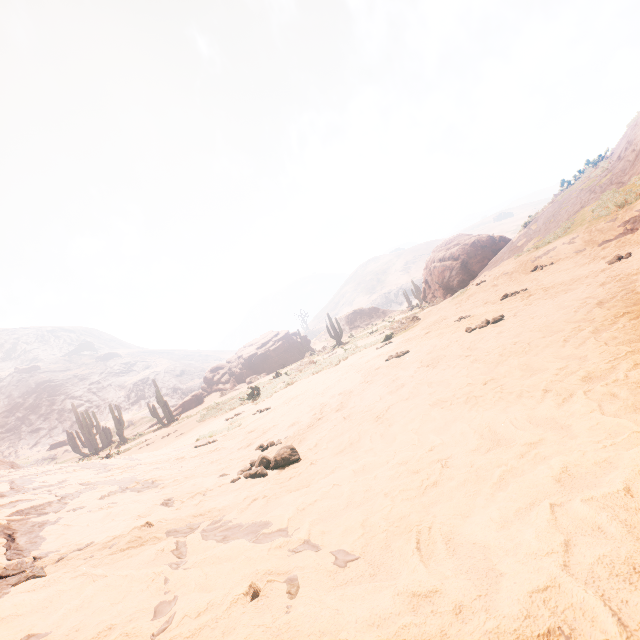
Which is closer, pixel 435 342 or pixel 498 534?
pixel 498 534

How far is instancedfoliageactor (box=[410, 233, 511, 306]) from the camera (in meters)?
21.58

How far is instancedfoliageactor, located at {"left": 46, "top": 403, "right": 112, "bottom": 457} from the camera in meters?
30.8 m

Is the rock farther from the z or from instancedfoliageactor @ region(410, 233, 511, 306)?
the z

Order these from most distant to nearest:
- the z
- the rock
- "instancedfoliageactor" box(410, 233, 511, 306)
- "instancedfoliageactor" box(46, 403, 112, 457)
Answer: the rock < "instancedfoliageactor" box(46, 403, 112, 457) < "instancedfoliageactor" box(410, 233, 511, 306) < the z

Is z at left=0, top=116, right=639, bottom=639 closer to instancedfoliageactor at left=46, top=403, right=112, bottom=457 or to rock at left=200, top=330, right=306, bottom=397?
instancedfoliageactor at left=46, top=403, right=112, bottom=457

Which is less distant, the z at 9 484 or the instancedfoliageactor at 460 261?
the z at 9 484

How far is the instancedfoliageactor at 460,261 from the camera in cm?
2158
